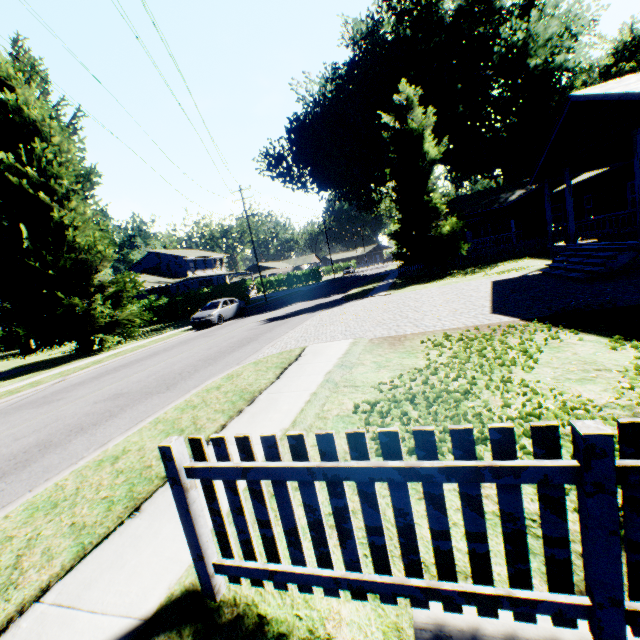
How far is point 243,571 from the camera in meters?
2.3

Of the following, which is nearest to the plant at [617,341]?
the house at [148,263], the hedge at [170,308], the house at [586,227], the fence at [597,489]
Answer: the fence at [597,489]

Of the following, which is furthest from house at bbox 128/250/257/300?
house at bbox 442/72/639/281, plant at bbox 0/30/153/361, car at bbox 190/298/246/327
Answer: house at bbox 442/72/639/281

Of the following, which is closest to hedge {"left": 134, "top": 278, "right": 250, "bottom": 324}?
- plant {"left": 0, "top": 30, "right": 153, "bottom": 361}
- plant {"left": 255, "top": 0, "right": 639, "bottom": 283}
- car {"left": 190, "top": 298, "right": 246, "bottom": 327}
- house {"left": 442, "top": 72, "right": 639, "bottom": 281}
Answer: car {"left": 190, "top": 298, "right": 246, "bottom": 327}

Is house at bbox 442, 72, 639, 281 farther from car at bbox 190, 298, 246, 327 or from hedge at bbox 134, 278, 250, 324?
hedge at bbox 134, 278, 250, 324

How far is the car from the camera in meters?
21.1

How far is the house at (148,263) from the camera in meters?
42.4 m

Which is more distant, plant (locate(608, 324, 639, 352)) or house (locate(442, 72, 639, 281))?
house (locate(442, 72, 639, 281))
